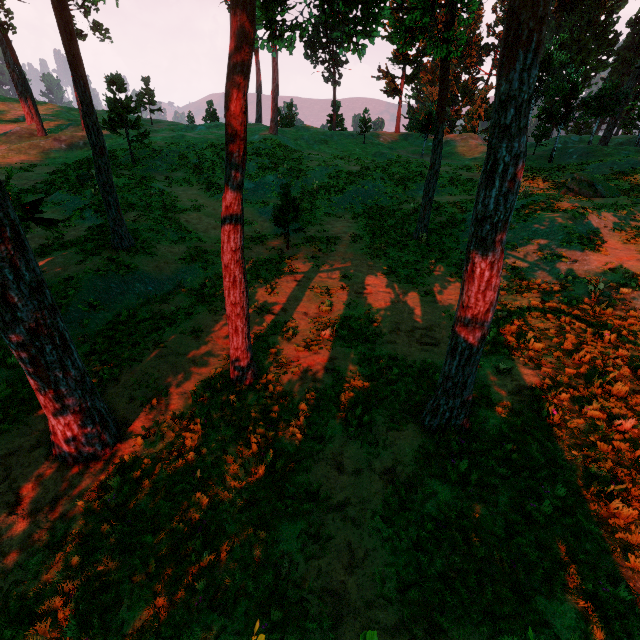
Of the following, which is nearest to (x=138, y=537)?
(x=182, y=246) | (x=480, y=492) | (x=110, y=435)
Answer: (x=110, y=435)

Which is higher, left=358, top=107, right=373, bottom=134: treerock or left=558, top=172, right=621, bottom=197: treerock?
left=358, top=107, right=373, bottom=134: treerock

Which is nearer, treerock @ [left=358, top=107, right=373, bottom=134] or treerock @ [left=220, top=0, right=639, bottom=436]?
treerock @ [left=220, top=0, right=639, bottom=436]

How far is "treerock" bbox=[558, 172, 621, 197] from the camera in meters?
20.3

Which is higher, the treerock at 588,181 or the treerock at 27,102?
the treerock at 27,102

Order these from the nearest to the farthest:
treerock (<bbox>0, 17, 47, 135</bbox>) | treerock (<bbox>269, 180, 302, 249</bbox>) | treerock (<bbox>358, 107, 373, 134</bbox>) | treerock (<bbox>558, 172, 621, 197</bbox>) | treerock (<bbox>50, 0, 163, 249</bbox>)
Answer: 1. treerock (<bbox>50, 0, 163, 249</bbox>)
2. treerock (<bbox>269, 180, 302, 249</bbox>)
3. treerock (<bbox>558, 172, 621, 197</bbox>)
4. treerock (<bbox>0, 17, 47, 135</bbox>)
5. treerock (<bbox>358, 107, 373, 134</bbox>)

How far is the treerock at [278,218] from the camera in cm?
1667
